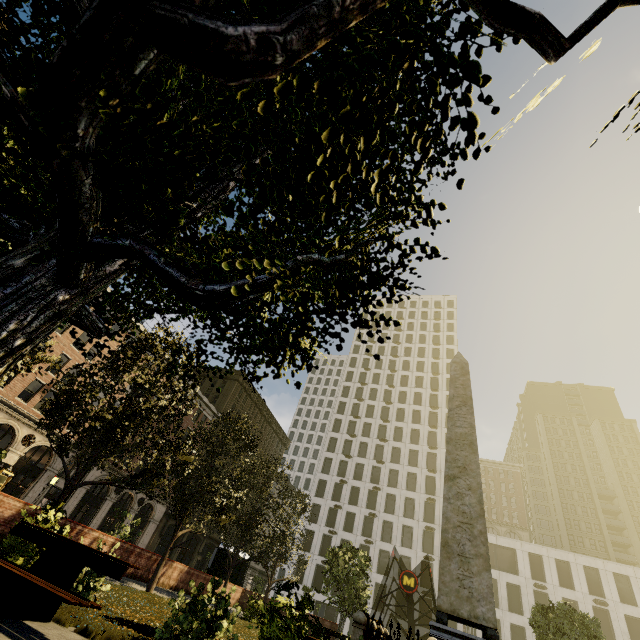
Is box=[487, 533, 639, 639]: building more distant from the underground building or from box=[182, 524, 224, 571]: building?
box=[182, 524, 224, 571]: building

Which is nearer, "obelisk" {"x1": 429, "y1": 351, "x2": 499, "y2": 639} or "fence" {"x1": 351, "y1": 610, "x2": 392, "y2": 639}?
A: "fence" {"x1": 351, "y1": 610, "x2": 392, "y2": 639}

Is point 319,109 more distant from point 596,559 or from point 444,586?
point 596,559

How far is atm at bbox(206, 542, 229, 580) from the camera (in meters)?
23.16

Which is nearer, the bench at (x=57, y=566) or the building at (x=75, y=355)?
the bench at (x=57, y=566)

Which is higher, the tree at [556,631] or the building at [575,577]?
the building at [575,577]

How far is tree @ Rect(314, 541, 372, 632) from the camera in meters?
21.5

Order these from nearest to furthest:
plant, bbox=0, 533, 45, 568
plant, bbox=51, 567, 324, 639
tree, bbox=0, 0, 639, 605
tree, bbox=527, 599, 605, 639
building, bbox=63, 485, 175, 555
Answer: tree, bbox=0, 0, 639, 605 < plant, bbox=51, 567, 324, 639 < plant, bbox=0, 533, 45, 568 < tree, bbox=527, 599, 605, 639 < building, bbox=63, 485, 175, 555
